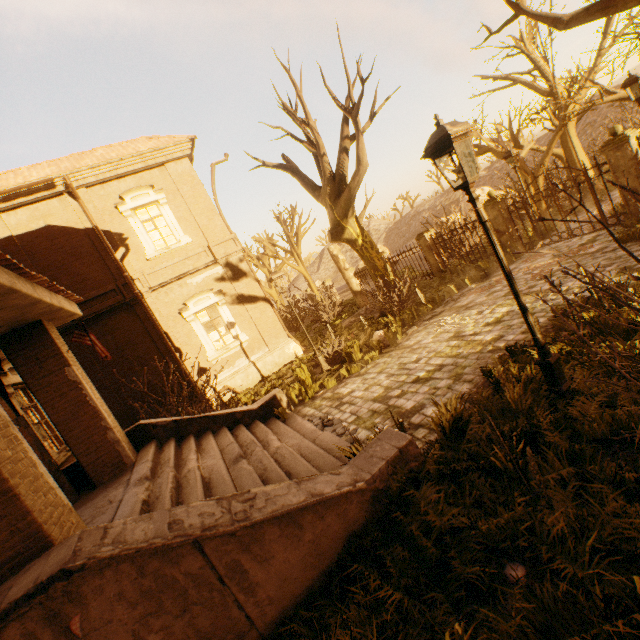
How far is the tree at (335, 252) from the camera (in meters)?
20.05

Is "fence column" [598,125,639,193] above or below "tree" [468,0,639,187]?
below

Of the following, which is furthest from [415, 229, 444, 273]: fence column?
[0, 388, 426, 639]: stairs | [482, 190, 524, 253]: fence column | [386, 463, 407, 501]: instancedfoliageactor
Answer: [386, 463, 407, 501]: instancedfoliageactor

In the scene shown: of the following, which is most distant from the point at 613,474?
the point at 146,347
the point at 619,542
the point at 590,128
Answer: the point at 590,128

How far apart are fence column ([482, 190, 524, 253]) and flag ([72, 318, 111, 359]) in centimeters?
1373cm

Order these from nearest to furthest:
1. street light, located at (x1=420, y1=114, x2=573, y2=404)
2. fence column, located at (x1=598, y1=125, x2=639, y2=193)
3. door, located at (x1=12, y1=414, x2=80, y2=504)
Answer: street light, located at (x1=420, y1=114, x2=573, y2=404)
door, located at (x1=12, y1=414, x2=80, y2=504)
fence column, located at (x1=598, y1=125, x2=639, y2=193)

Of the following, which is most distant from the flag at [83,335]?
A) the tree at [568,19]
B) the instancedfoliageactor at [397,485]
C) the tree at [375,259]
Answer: the tree at [568,19]

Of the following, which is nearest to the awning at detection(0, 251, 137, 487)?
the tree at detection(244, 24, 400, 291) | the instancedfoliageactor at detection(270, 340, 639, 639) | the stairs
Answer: the stairs
